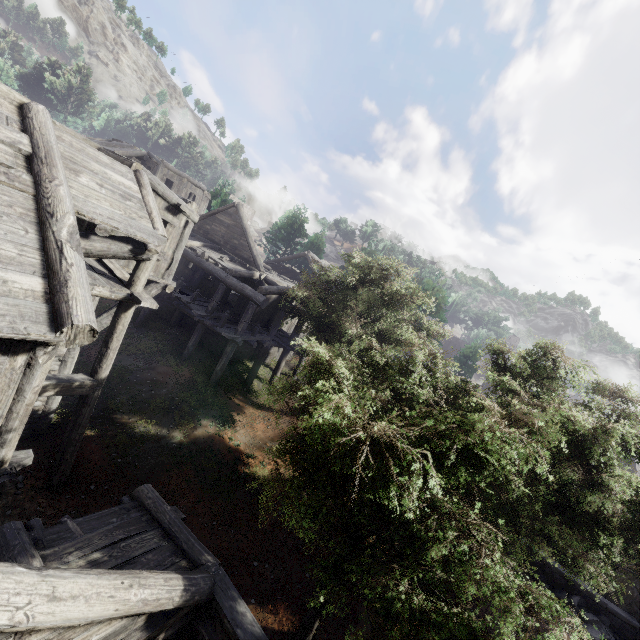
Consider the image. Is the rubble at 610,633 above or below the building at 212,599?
below

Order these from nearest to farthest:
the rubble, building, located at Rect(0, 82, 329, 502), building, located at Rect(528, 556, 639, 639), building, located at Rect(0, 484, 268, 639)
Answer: building, located at Rect(0, 484, 268, 639)
building, located at Rect(0, 82, 329, 502)
the rubble
building, located at Rect(528, 556, 639, 639)

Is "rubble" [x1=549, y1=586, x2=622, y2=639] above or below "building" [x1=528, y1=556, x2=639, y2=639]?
below

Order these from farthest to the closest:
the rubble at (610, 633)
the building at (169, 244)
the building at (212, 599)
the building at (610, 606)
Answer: the building at (610, 606)
the rubble at (610, 633)
the building at (169, 244)
the building at (212, 599)

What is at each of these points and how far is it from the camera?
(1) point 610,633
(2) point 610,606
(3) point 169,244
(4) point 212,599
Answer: (1) rubble, 12.80m
(2) building, 13.30m
(3) building, 11.20m
(4) building, 5.20m

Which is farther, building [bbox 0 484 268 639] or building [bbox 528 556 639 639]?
building [bbox 528 556 639 639]

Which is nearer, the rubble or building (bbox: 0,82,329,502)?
building (bbox: 0,82,329,502)
